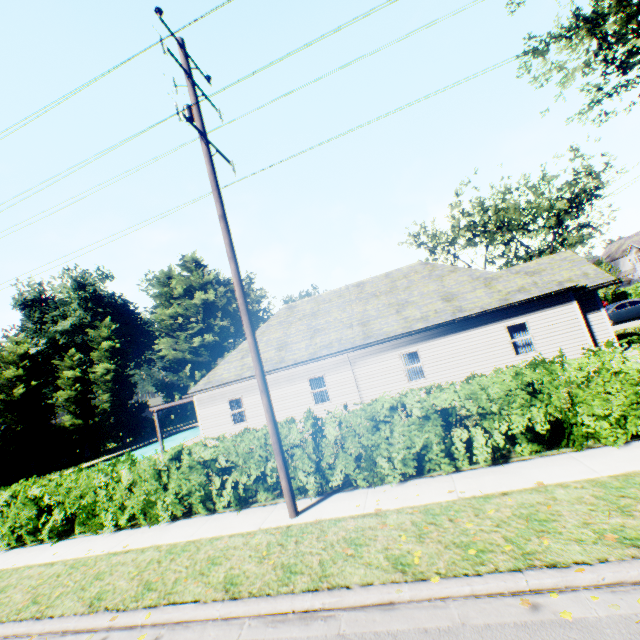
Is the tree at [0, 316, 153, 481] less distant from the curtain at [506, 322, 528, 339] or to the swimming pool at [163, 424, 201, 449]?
the swimming pool at [163, 424, 201, 449]

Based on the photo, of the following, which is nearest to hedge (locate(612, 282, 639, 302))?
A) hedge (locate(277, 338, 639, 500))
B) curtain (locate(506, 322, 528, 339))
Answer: curtain (locate(506, 322, 528, 339))

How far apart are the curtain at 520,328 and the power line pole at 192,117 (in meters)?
12.92

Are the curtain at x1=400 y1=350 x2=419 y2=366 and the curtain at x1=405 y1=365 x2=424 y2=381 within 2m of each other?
yes

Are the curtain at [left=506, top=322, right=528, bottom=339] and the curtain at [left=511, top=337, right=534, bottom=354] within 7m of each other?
yes

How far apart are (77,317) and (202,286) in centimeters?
1745cm

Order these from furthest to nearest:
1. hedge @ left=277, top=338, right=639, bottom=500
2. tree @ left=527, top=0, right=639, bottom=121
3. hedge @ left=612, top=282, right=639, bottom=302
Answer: hedge @ left=612, top=282, right=639, bottom=302 → tree @ left=527, top=0, right=639, bottom=121 → hedge @ left=277, top=338, right=639, bottom=500

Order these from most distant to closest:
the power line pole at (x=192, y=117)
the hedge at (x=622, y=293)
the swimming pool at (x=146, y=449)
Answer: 1. the hedge at (x=622, y=293)
2. the swimming pool at (x=146, y=449)
3. the power line pole at (x=192, y=117)
